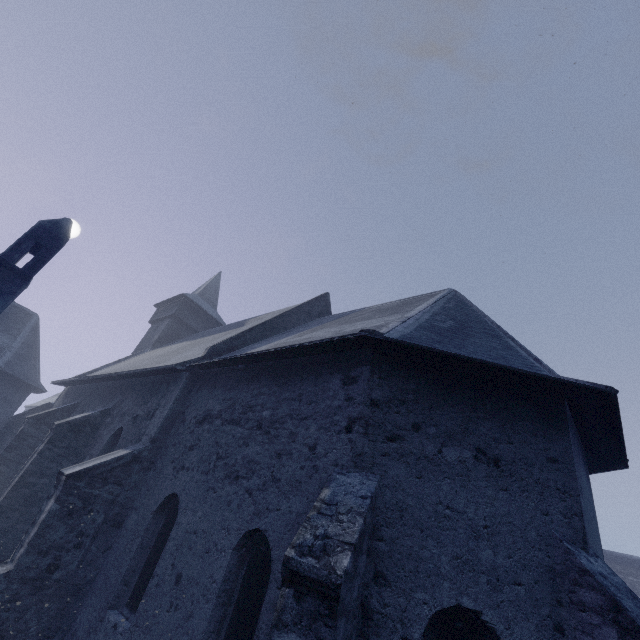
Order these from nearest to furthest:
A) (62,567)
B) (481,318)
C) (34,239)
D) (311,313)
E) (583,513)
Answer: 1. (583,513)
2. (62,567)
3. (481,318)
4. (34,239)
5. (311,313)
